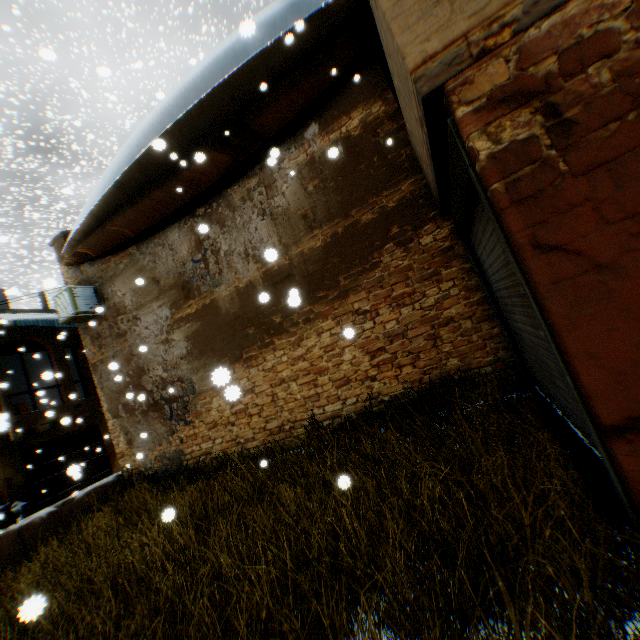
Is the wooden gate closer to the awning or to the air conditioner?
the air conditioner

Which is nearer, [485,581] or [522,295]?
[485,581]

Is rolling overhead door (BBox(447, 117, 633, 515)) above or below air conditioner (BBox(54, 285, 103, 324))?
below

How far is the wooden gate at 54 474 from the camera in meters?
14.3

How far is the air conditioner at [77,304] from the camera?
8.75m

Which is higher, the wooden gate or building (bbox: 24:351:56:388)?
building (bbox: 24:351:56:388)

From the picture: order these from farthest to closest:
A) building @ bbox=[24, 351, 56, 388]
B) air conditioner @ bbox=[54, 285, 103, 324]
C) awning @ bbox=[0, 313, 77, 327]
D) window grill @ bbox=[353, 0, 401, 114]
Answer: awning @ bbox=[0, 313, 77, 327] → building @ bbox=[24, 351, 56, 388] → air conditioner @ bbox=[54, 285, 103, 324] → window grill @ bbox=[353, 0, 401, 114]

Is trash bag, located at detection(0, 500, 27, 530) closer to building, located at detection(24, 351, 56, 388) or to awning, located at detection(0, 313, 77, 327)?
building, located at detection(24, 351, 56, 388)
